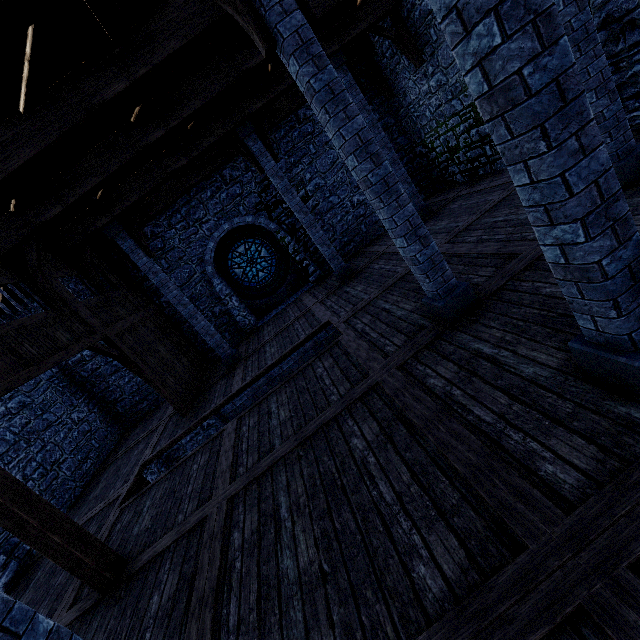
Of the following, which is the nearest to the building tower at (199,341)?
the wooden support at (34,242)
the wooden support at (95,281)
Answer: the wooden support at (95,281)

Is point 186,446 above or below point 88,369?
below

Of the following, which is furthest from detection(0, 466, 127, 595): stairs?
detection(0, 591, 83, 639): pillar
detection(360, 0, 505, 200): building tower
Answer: detection(0, 591, 83, 639): pillar

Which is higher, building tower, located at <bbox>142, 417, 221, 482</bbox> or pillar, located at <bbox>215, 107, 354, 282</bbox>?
pillar, located at <bbox>215, 107, 354, 282</bbox>

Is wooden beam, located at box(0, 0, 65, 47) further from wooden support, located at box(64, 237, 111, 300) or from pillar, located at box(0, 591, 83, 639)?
wooden support, located at box(64, 237, 111, 300)

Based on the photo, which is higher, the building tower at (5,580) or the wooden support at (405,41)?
the wooden support at (405,41)

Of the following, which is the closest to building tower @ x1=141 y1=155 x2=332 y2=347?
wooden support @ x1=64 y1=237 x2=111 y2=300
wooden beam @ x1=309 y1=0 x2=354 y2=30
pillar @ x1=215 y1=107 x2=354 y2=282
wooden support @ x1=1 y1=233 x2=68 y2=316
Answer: wooden beam @ x1=309 y1=0 x2=354 y2=30

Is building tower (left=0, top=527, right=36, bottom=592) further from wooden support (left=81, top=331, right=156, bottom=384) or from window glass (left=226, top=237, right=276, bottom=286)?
wooden support (left=81, top=331, right=156, bottom=384)
